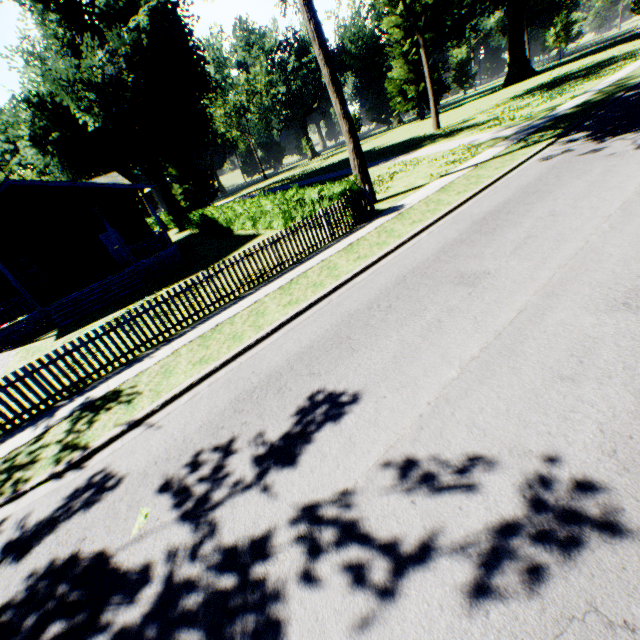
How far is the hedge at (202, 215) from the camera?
12.62m

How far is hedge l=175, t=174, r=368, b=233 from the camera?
12.6 meters

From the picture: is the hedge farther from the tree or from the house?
the house

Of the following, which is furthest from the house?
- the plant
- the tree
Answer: the plant

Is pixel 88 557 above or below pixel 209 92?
below

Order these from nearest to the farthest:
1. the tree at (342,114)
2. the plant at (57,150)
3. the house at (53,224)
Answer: the tree at (342,114)
the house at (53,224)
the plant at (57,150)

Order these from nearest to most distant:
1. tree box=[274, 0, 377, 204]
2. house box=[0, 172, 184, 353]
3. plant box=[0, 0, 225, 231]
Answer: tree box=[274, 0, 377, 204] < house box=[0, 172, 184, 353] < plant box=[0, 0, 225, 231]

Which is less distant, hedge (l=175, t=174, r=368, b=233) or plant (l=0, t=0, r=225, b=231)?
hedge (l=175, t=174, r=368, b=233)
